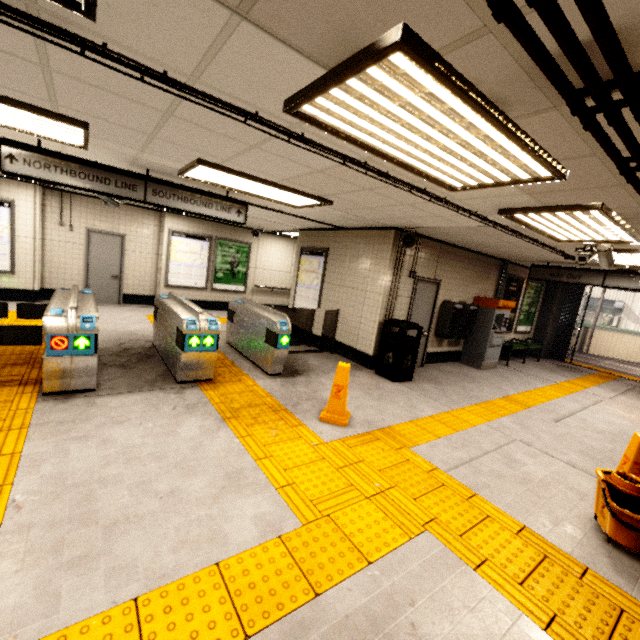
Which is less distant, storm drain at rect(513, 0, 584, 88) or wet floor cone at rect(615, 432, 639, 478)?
storm drain at rect(513, 0, 584, 88)

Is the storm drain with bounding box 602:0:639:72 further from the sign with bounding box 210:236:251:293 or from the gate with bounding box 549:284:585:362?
the gate with bounding box 549:284:585:362

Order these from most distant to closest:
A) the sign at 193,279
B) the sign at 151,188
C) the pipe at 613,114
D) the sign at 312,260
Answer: the sign at 193,279, the sign at 312,260, the sign at 151,188, the pipe at 613,114

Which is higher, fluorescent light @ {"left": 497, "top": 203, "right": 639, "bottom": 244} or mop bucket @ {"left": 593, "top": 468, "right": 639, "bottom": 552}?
fluorescent light @ {"left": 497, "top": 203, "right": 639, "bottom": 244}

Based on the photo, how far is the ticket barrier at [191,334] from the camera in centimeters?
459cm

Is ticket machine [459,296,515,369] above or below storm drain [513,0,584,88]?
below

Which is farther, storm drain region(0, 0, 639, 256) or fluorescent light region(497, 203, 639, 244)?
fluorescent light region(497, 203, 639, 244)

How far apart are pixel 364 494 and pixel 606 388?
9.10m
